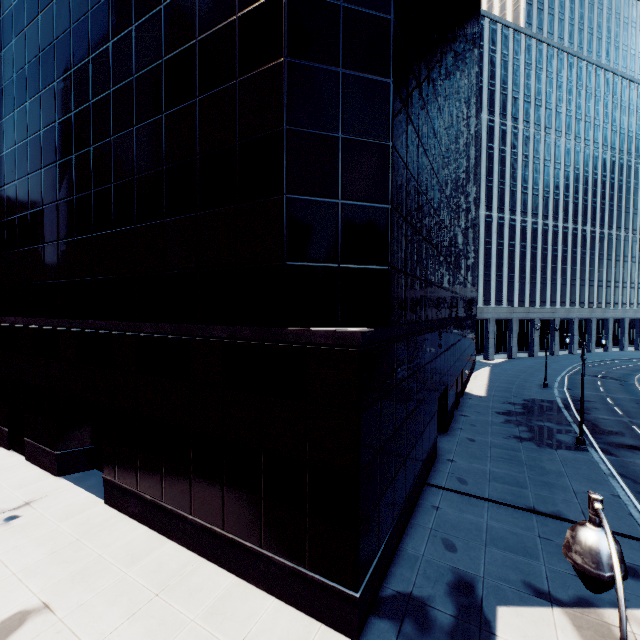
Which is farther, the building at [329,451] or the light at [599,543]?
the building at [329,451]

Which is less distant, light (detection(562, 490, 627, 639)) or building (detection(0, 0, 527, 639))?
light (detection(562, 490, 627, 639))

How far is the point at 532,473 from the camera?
17.94m
